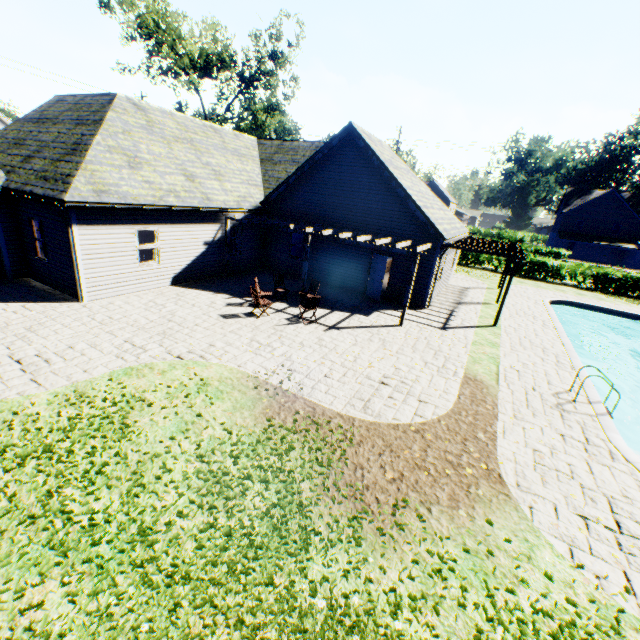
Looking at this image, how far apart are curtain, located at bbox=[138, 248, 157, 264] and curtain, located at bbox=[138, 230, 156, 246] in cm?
7

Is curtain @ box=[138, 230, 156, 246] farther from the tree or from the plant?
the tree

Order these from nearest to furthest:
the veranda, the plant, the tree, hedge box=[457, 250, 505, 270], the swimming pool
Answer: the plant < the swimming pool < the veranda < the tree < hedge box=[457, 250, 505, 270]

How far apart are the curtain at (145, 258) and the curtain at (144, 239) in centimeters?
7cm

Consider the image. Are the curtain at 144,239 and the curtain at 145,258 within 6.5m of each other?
yes

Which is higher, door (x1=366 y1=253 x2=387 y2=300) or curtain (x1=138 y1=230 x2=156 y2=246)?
curtain (x1=138 y1=230 x2=156 y2=246)

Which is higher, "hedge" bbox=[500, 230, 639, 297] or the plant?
"hedge" bbox=[500, 230, 639, 297]

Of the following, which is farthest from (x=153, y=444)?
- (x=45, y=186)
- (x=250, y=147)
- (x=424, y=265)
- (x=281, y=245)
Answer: (x=250, y=147)
